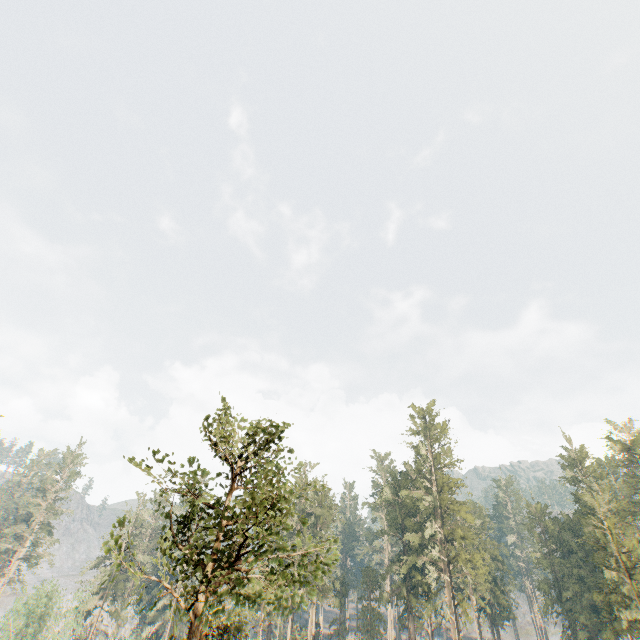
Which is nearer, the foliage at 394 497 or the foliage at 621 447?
the foliage at 394 497

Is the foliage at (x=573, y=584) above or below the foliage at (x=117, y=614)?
above

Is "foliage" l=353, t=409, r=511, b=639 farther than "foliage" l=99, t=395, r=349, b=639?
Yes

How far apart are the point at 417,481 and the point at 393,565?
13.02m

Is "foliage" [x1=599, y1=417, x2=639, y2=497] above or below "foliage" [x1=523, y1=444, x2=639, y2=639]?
above

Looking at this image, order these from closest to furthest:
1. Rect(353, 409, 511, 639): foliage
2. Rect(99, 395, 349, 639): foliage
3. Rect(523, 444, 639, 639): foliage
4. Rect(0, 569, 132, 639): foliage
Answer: Rect(99, 395, 349, 639): foliage
Rect(523, 444, 639, 639): foliage
Rect(353, 409, 511, 639): foliage
Rect(0, 569, 132, 639): foliage
